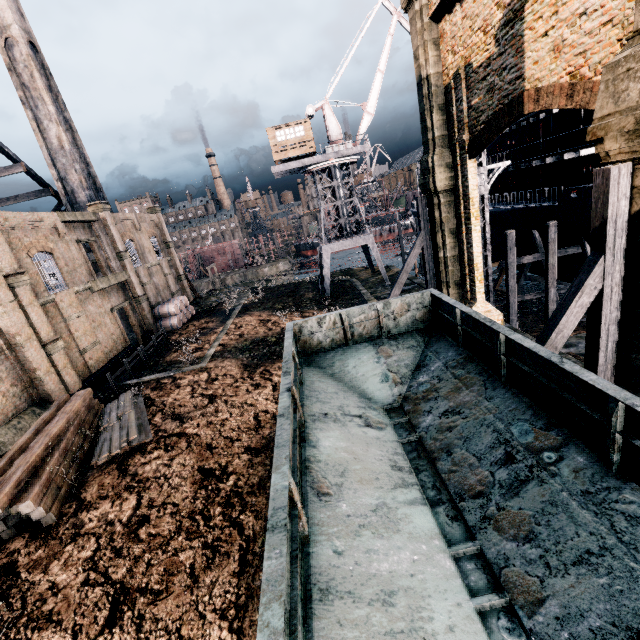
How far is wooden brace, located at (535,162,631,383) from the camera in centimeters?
751cm

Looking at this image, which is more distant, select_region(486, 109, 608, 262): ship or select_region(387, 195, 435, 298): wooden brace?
select_region(486, 109, 608, 262): ship

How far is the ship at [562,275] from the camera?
23.3m

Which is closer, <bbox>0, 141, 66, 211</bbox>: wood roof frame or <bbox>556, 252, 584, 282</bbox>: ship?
<bbox>556, 252, 584, 282</bbox>: ship

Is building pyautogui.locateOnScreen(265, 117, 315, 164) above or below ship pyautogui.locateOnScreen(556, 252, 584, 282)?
above

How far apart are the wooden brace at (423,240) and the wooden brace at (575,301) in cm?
1168

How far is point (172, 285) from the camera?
41.03m

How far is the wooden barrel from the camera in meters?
33.6 m
